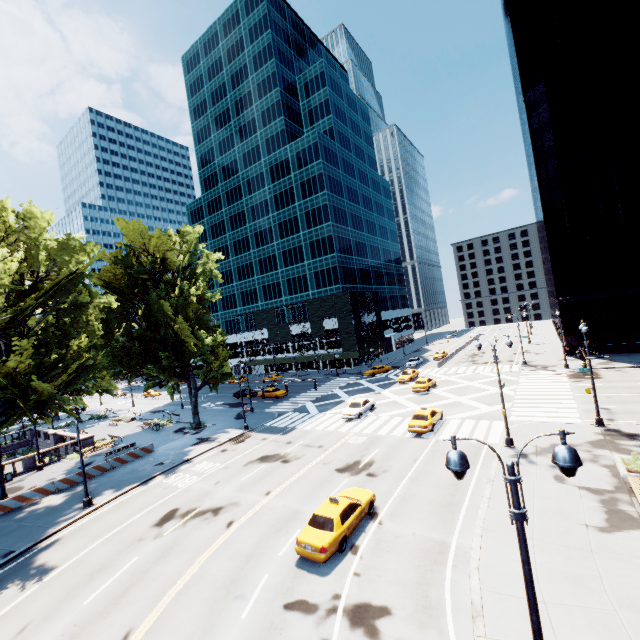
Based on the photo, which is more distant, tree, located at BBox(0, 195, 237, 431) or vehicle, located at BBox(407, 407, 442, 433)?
vehicle, located at BBox(407, 407, 442, 433)

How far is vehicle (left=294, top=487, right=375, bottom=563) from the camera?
13.72m

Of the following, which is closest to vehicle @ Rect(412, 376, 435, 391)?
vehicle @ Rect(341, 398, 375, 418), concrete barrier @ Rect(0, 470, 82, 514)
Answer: vehicle @ Rect(341, 398, 375, 418)

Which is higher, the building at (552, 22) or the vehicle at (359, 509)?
the building at (552, 22)

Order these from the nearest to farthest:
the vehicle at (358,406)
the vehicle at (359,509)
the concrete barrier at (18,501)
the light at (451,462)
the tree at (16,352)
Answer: the light at (451,462) < the vehicle at (359,509) < the tree at (16,352) < the concrete barrier at (18,501) < the vehicle at (358,406)

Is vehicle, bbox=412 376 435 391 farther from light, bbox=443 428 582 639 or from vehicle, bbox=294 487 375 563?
light, bbox=443 428 582 639

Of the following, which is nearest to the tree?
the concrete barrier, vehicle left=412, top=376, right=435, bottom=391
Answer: the concrete barrier

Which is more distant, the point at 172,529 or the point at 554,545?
the point at 172,529
